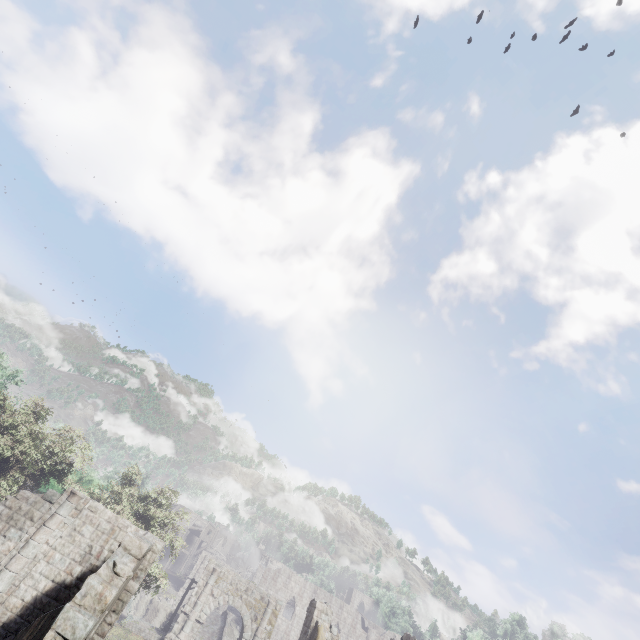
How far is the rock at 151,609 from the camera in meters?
42.5

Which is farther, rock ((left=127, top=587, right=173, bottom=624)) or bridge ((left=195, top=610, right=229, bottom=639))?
rock ((left=127, top=587, right=173, bottom=624))

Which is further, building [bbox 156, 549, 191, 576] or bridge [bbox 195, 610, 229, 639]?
building [bbox 156, 549, 191, 576]

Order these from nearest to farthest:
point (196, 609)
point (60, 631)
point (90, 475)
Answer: point (60, 631) < point (196, 609) < point (90, 475)

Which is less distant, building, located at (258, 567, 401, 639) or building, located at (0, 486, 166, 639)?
building, located at (0, 486, 166, 639)

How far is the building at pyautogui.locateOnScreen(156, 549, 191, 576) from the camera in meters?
56.4

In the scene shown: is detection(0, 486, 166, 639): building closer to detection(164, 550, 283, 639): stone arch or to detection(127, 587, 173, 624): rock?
detection(164, 550, 283, 639): stone arch

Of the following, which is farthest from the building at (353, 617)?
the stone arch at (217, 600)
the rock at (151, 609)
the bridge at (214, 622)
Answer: the bridge at (214, 622)
